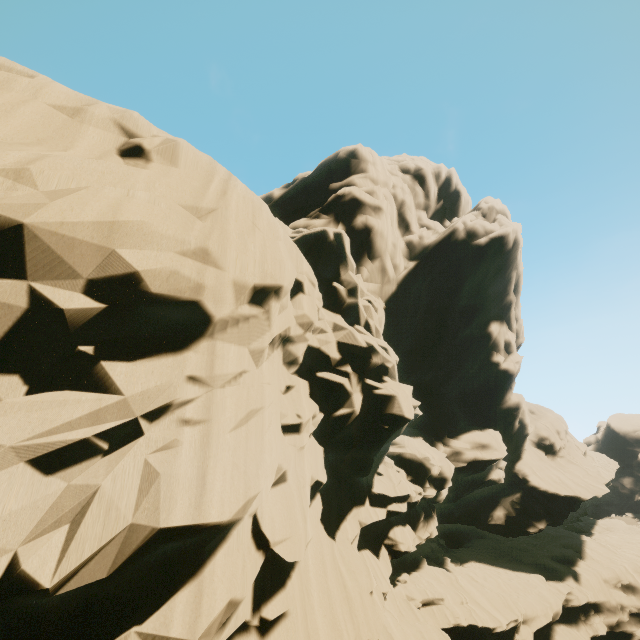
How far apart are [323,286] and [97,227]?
12.2 meters
